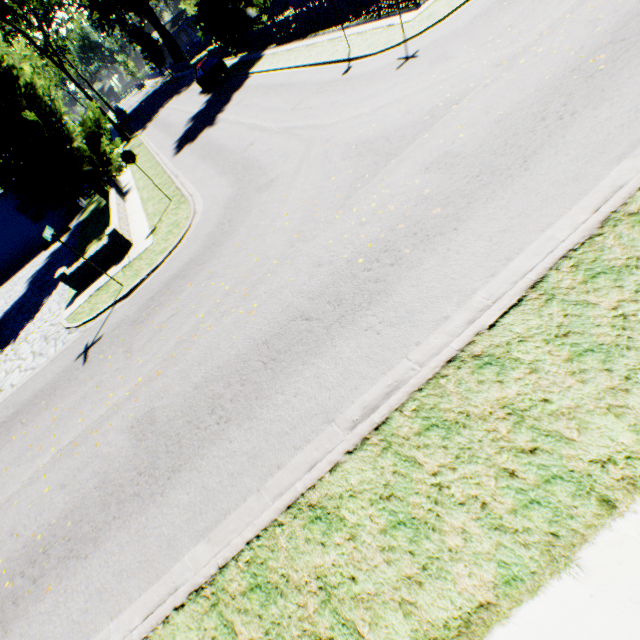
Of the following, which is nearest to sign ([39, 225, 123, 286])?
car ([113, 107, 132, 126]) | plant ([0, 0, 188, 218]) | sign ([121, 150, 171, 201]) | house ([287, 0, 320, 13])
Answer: sign ([121, 150, 171, 201])

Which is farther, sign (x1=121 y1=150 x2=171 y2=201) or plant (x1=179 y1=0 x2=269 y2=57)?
plant (x1=179 y1=0 x2=269 y2=57)

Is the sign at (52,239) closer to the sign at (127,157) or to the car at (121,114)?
the sign at (127,157)

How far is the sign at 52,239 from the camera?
9.04m

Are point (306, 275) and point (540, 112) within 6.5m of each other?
yes

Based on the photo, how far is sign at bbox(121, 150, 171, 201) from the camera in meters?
12.2 m

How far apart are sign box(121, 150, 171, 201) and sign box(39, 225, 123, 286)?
4.45m

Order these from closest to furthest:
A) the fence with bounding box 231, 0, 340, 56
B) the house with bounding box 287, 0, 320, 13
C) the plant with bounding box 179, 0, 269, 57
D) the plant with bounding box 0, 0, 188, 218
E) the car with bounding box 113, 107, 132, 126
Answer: the plant with bounding box 0, 0, 188, 218 → the fence with bounding box 231, 0, 340, 56 → the house with bounding box 287, 0, 320, 13 → the plant with bounding box 179, 0, 269, 57 → the car with bounding box 113, 107, 132, 126
